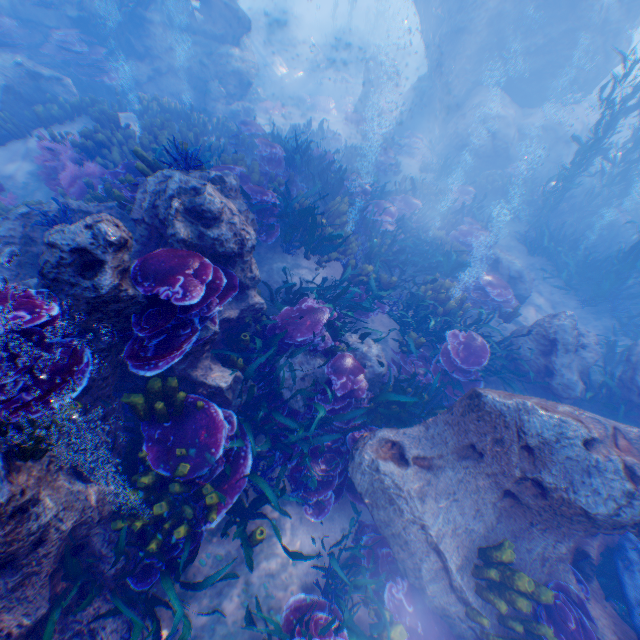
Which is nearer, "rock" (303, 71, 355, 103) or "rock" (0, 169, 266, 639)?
"rock" (0, 169, 266, 639)

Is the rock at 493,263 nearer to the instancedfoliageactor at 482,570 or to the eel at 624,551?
the eel at 624,551

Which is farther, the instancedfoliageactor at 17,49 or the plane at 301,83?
the plane at 301,83

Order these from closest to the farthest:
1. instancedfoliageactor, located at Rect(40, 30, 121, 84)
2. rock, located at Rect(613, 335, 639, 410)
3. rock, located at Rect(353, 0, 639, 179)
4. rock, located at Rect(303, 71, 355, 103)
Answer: rock, located at Rect(613, 335, 639, 410), instancedfoliageactor, located at Rect(40, 30, 121, 84), rock, located at Rect(353, 0, 639, 179), rock, located at Rect(303, 71, 355, 103)

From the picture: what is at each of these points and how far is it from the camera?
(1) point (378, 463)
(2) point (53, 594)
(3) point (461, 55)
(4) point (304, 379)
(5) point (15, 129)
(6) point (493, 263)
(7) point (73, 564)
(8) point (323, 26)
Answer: (1) rock, 4.6m
(2) rock, 3.1m
(3) rock, 14.4m
(4) rock, 5.7m
(5) instancedfoliageactor, 8.6m
(6) rock, 10.9m
(7) instancedfoliageactor, 3.1m
(8) rock, 37.9m

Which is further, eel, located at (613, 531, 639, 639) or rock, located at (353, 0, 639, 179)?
rock, located at (353, 0, 639, 179)

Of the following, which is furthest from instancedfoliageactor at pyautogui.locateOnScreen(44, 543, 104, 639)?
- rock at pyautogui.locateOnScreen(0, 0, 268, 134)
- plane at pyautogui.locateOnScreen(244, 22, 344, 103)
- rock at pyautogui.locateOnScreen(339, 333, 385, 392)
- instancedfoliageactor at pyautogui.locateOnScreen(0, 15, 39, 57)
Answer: plane at pyautogui.locateOnScreen(244, 22, 344, 103)

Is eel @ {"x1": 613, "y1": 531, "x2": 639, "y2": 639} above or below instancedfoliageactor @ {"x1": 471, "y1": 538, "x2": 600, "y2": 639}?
below
